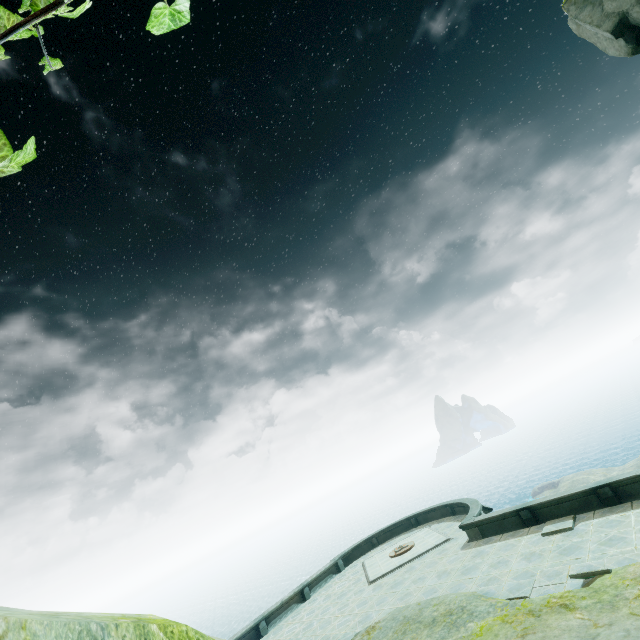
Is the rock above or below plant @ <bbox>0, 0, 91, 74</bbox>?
above

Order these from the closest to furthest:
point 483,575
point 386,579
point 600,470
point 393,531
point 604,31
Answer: point 604,31 → point 483,575 → point 386,579 → point 393,531 → point 600,470

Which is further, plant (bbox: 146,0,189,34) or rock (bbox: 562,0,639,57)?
rock (bbox: 562,0,639,57)

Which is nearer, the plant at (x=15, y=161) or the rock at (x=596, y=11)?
the plant at (x=15, y=161)

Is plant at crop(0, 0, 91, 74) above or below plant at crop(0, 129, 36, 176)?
above
